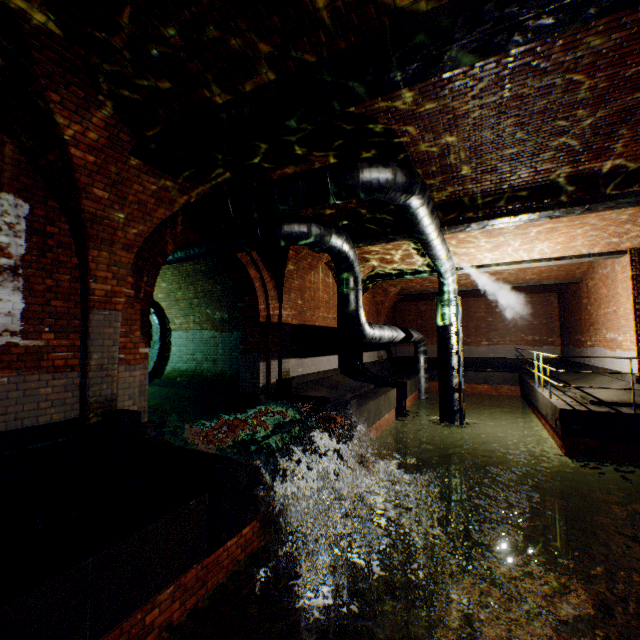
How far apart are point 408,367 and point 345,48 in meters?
18.4

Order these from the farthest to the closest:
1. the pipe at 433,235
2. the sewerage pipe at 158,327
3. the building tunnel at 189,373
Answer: the sewerage pipe at 158,327 → the building tunnel at 189,373 → the pipe at 433,235

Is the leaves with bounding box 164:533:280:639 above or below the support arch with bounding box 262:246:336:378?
below

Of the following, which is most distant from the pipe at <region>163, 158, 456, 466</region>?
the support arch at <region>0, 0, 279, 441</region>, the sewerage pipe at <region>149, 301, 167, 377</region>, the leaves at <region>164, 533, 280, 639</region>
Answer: Result: the leaves at <region>164, 533, 280, 639</region>

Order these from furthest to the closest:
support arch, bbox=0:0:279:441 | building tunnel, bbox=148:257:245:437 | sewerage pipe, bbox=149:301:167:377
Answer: sewerage pipe, bbox=149:301:167:377
building tunnel, bbox=148:257:245:437
support arch, bbox=0:0:279:441

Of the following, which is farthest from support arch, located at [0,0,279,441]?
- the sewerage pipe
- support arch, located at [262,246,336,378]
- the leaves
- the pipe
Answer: A: the sewerage pipe

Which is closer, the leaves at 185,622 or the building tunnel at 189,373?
the leaves at 185,622
